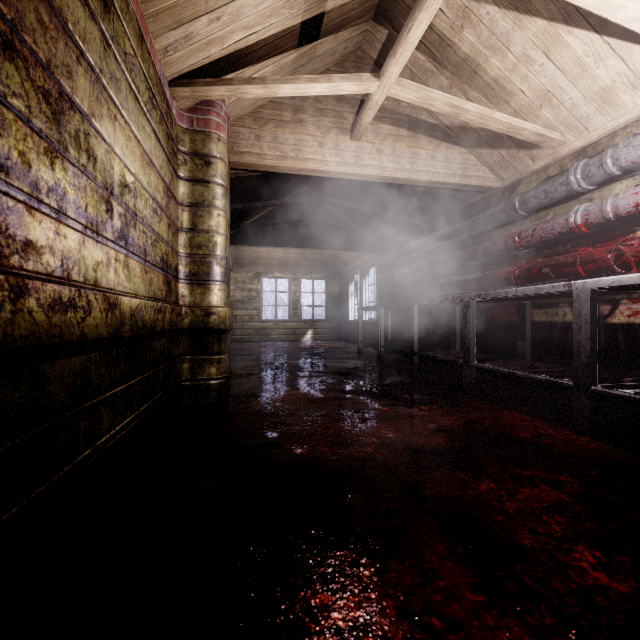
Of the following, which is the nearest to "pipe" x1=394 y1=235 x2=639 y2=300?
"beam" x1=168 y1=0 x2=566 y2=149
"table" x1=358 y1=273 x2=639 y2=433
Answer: "table" x1=358 y1=273 x2=639 y2=433

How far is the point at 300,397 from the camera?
2.6m

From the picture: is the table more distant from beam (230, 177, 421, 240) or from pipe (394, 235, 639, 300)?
beam (230, 177, 421, 240)

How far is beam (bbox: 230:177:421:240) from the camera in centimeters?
431cm

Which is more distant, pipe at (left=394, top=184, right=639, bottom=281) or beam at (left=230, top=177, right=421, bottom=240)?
beam at (left=230, top=177, right=421, bottom=240)

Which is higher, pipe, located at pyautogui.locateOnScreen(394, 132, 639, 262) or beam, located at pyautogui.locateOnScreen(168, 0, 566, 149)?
beam, located at pyautogui.locateOnScreen(168, 0, 566, 149)

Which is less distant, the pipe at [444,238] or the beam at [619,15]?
the beam at [619,15]

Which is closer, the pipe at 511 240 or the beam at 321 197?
the pipe at 511 240
